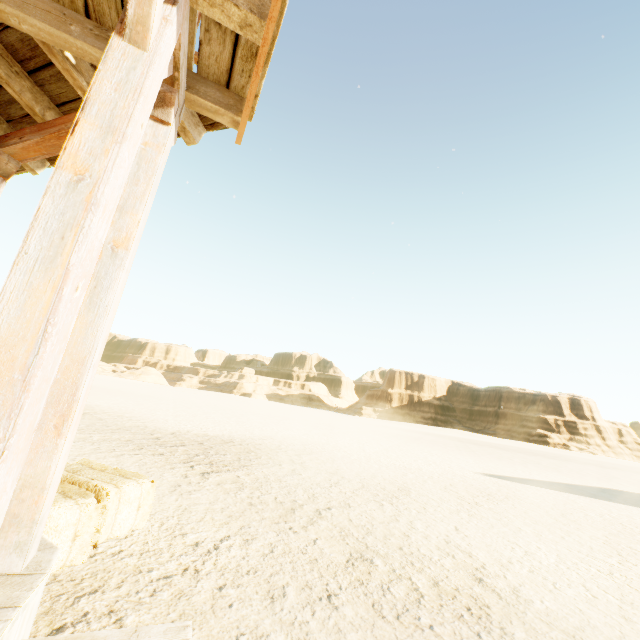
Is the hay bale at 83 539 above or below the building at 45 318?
below

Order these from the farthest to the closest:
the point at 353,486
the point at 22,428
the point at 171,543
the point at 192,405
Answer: the point at 192,405 < the point at 353,486 < the point at 171,543 < the point at 22,428

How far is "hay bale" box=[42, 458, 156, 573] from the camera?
2.1 meters

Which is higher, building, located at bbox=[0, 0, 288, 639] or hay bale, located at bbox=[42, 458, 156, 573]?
building, located at bbox=[0, 0, 288, 639]

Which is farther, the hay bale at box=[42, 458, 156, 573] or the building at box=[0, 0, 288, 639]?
the hay bale at box=[42, 458, 156, 573]

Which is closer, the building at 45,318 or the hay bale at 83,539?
the building at 45,318
